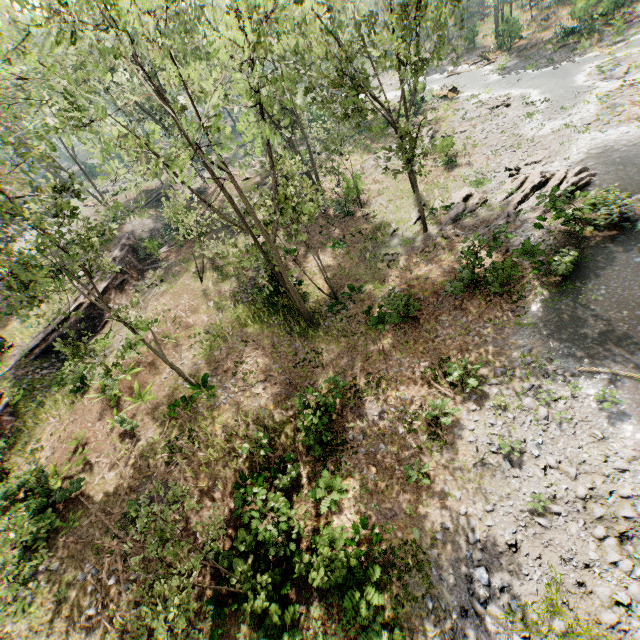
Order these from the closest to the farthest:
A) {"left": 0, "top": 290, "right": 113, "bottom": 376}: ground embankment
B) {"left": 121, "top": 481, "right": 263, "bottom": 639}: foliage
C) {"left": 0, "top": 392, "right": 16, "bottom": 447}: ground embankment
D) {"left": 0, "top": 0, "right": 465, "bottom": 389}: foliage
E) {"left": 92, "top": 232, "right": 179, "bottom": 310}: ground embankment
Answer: {"left": 121, "top": 481, "right": 263, "bottom": 639}: foliage, {"left": 0, "top": 0, "right": 465, "bottom": 389}: foliage, {"left": 0, "top": 392, "right": 16, "bottom": 447}: ground embankment, {"left": 0, "top": 290, "right": 113, "bottom": 376}: ground embankment, {"left": 92, "top": 232, "right": 179, "bottom": 310}: ground embankment

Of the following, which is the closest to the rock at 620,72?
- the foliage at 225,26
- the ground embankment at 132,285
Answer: the foliage at 225,26

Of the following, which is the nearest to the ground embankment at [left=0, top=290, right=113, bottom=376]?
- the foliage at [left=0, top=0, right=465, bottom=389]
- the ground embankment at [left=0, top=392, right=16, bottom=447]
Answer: the foliage at [left=0, top=0, right=465, bottom=389]

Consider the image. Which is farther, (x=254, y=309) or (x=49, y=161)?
→ (x=254, y=309)

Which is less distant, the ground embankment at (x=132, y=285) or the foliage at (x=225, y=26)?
the foliage at (x=225, y=26)

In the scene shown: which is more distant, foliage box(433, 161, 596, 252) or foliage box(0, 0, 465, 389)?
foliage box(433, 161, 596, 252)

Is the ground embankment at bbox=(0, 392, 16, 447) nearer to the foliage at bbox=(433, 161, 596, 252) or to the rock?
the foliage at bbox=(433, 161, 596, 252)

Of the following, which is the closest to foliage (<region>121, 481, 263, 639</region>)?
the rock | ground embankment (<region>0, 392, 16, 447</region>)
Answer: ground embankment (<region>0, 392, 16, 447</region>)
